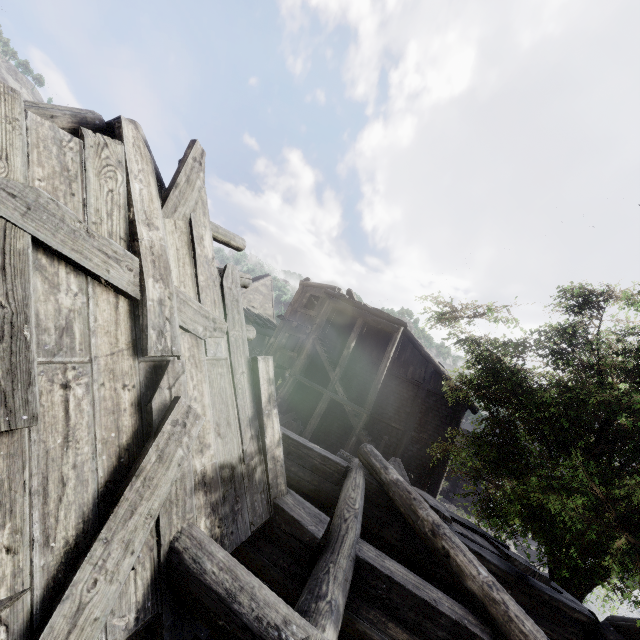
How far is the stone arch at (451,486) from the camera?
26.2m

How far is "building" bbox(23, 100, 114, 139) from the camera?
2.92m

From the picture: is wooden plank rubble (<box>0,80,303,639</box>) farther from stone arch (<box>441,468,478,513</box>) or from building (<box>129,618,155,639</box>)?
stone arch (<box>441,468,478,513</box>)

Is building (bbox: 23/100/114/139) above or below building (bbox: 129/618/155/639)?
above

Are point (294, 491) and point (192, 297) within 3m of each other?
no

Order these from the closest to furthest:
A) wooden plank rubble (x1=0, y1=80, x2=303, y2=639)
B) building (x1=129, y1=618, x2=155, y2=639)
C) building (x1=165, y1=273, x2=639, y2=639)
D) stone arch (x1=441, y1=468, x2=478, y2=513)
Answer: wooden plank rubble (x1=0, y1=80, x2=303, y2=639) < building (x1=165, y1=273, x2=639, y2=639) < building (x1=129, y1=618, x2=155, y2=639) < stone arch (x1=441, y1=468, x2=478, y2=513)

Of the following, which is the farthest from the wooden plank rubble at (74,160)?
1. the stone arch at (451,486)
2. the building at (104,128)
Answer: the stone arch at (451,486)

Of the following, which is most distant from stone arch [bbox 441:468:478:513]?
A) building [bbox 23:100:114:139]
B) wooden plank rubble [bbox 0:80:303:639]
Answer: wooden plank rubble [bbox 0:80:303:639]
